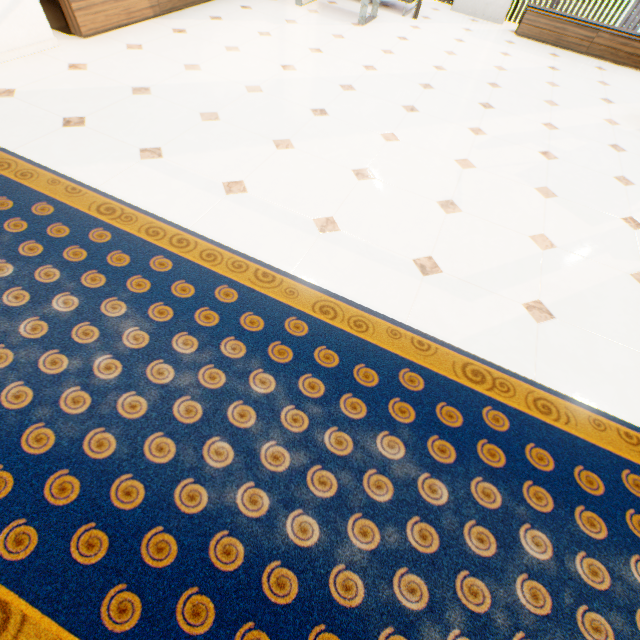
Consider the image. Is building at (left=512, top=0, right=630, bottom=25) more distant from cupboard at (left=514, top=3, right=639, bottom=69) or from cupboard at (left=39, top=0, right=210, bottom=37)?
cupboard at (left=39, top=0, right=210, bottom=37)

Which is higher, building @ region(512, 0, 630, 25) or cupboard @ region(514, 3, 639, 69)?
cupboard @ region(514, 3, 639, 69)

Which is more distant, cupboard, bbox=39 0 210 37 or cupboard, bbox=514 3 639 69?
cupboard, bbox=514 3 639 69

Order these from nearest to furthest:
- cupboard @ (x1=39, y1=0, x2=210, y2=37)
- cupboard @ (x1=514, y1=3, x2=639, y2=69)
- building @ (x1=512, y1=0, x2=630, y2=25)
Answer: cupboard @ (x1=39, y1=0, x2=210, y2=37) → cupboard @ (x1=514, y1=3, x2=639, y2=69) → building @ (x1=512, y1=0, x2=630, y2=25)

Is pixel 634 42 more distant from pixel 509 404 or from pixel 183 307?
pixel 183 307

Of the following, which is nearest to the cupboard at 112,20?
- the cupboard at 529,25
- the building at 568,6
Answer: the cupboard at 529,25

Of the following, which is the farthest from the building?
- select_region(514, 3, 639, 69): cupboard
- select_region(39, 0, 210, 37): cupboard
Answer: select_region(39, 0, 210, 37): cupboard
